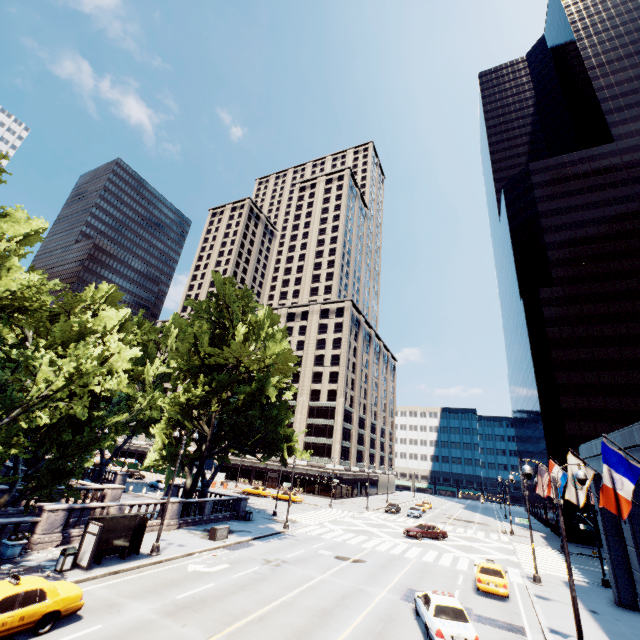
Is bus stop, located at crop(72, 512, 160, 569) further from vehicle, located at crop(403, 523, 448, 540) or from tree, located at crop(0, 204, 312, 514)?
vehicle, located at crop(403, 523, 448, 540)

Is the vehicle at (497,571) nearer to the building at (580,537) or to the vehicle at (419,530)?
the vehicle at (419,530)

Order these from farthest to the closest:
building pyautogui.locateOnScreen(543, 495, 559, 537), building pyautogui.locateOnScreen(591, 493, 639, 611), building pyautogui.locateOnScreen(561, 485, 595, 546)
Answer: building pyautogui.locateOnScreen(543, 495, 559, 537) < building pyautogui.locateOnScreen(561, 485, 595, 546) < building pyautogui.locateOnScreen(591, 493, 639, 611)

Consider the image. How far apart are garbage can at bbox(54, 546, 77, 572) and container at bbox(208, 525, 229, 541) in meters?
10.2 m

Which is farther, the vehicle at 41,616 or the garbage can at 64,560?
the garbage can at 64,560

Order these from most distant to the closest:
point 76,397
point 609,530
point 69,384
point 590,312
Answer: point 590,312 < point 609,530 < point 69,384 < point 76,397

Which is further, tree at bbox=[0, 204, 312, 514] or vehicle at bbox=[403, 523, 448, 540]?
vehicle at bbox=[403, 523, 448, 540]

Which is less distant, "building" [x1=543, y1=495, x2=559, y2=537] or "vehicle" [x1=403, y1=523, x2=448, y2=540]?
"vehicle" [x1=403, y1=523, x2=448, y2=540]
